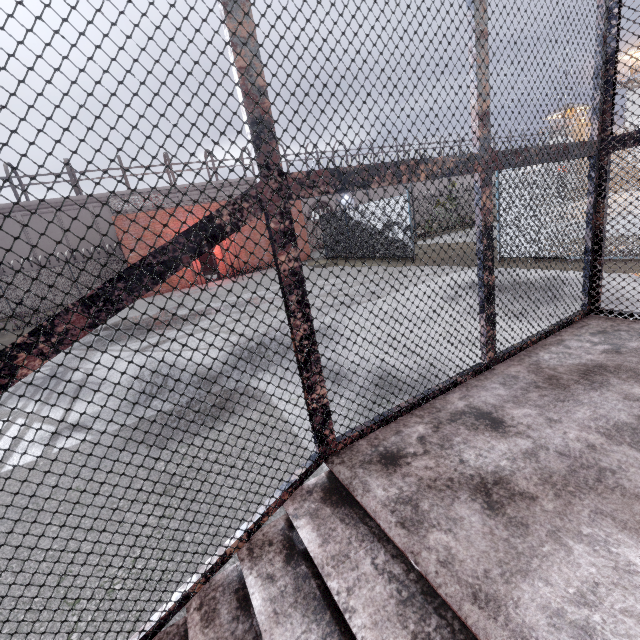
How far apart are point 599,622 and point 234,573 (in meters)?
1.57

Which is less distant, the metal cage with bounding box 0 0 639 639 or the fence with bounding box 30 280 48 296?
the metal cage with bounding box 0 0 639 639

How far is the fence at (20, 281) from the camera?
21.5 meters

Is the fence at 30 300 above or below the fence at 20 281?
below

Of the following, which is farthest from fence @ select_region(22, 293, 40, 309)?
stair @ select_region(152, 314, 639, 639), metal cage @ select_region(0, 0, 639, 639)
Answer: stair @ select_region(152, 314, 639, 639)

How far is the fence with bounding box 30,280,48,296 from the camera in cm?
2203
